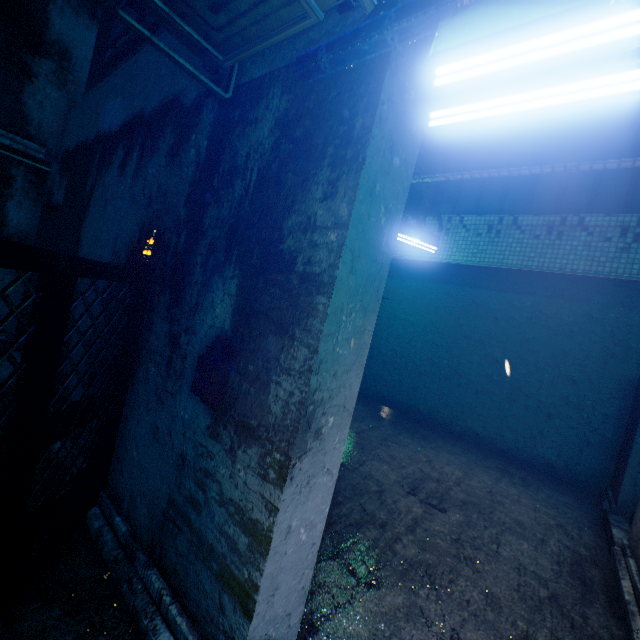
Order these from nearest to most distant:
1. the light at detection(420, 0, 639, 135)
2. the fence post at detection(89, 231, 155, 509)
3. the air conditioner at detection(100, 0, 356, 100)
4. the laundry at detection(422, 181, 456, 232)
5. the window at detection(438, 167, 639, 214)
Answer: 1. the light at detection(420, 0, 639, 135)
2. the air conditioner at detection(100, 0, 356, 100)
3. the fence post at detection(89, 231, 155, 509)
4. the window at detection(438, 167, 639, 214)
5. the laundry at detection(422, 181, 456, 232)

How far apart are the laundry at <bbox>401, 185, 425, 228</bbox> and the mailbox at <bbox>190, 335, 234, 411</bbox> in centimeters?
440cm

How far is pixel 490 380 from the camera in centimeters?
629cm

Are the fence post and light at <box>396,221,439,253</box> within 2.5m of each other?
no

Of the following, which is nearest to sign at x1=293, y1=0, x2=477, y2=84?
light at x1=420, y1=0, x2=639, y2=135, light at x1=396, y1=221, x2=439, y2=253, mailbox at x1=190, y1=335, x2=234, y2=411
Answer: light at x1=420, y1=0, x2=639, y2=135

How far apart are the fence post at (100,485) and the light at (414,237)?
3.88m

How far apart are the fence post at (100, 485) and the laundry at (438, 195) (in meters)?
4.13

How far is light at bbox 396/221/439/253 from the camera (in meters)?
5.21
